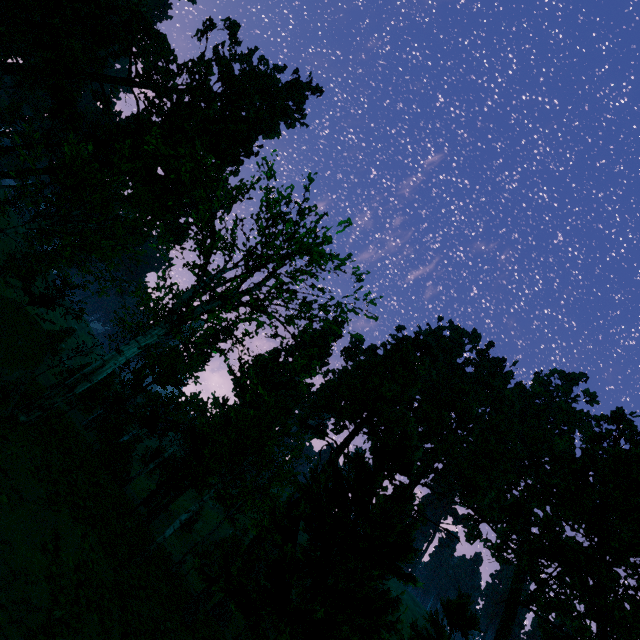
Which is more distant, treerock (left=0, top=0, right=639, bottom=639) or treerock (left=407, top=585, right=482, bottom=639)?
treerock (left=407, top=585, right=482, bottom=639)

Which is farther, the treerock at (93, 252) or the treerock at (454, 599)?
the treerock at (454, 599)

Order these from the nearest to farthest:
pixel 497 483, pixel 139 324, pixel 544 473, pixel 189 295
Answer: pixel 189 295, pixel 544 473, pixel 139 324, pixel 497 483
